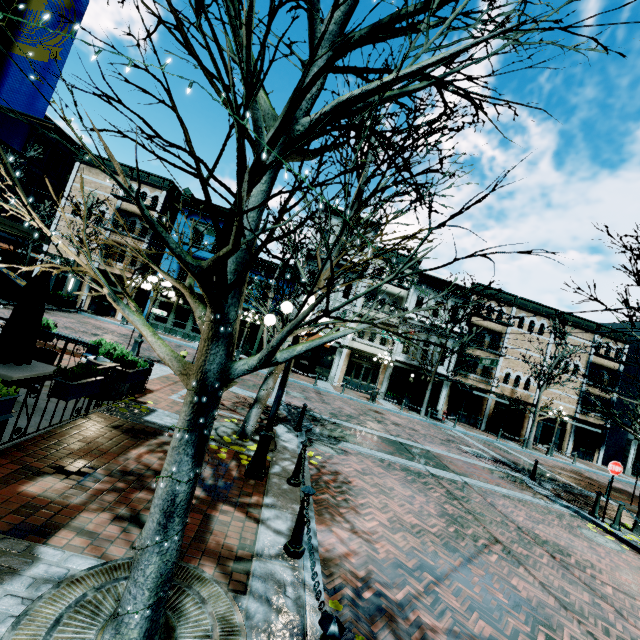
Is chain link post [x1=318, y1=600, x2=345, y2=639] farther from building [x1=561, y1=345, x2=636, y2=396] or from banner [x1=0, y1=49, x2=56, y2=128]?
building [x1=561, y1=345, x2=636, y2=396]

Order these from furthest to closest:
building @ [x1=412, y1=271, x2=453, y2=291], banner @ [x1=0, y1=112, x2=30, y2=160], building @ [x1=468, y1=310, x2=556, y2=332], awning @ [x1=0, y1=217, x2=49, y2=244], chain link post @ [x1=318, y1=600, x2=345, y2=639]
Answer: building @ [x1=468, y1=310, x2=556, y2=332], building @ [x1=412, y1=271, x2=453, y2=291], awning @ [x1=0, y1=217, x2=49, y2=244], banner @ [x1=0, y1=112, x2=30, y2=160], chain link post @ [x1=318, y1=600, x2=345, y2=639]

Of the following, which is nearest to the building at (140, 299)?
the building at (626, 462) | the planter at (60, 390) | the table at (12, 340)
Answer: the table at (12, 340)

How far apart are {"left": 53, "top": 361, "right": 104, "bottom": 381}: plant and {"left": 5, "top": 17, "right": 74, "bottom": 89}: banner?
3.78m

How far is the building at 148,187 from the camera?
25.6m

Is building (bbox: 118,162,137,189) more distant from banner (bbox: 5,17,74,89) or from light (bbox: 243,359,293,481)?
banner (bbox: 5,17,74,89)

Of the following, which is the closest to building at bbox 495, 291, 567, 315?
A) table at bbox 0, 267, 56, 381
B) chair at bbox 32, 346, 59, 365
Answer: chair at bbox 32, 346, 59, 365

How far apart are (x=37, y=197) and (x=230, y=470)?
32.59m
